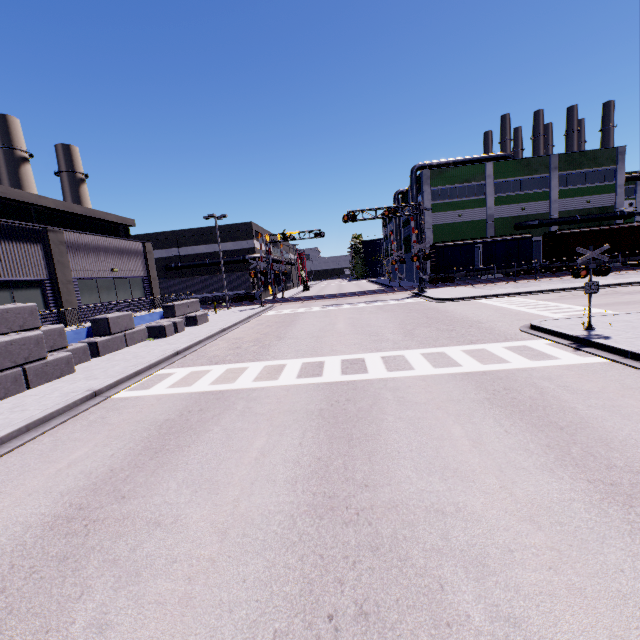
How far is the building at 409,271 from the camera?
51.08m

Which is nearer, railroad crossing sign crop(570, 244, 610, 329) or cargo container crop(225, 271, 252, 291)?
railroad crossing sign crop(570, 244, 610, 329)

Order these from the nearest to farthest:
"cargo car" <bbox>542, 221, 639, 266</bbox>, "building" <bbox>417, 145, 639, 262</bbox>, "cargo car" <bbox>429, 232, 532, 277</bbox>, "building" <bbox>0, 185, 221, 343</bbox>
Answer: "building" <bbox>0, 185, 221, 343</bbox> < "cargo car" <bbox>542, 221, 639, 266</bbox> < "cargo car" <bbox>429, 232, 532, 277</bbox> < "building" <bbox>417, 145, 639, 262</bbox>

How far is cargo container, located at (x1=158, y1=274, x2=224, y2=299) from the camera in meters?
41.2

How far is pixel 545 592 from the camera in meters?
3.0 m

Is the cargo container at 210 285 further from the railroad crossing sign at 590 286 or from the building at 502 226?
the railroad crossing sign at 590 286

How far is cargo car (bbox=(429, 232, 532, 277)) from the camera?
37.78m

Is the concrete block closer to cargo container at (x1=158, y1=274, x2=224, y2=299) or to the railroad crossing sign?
cargo container at (x1=158, y1=274, x2=224, y2=299)
